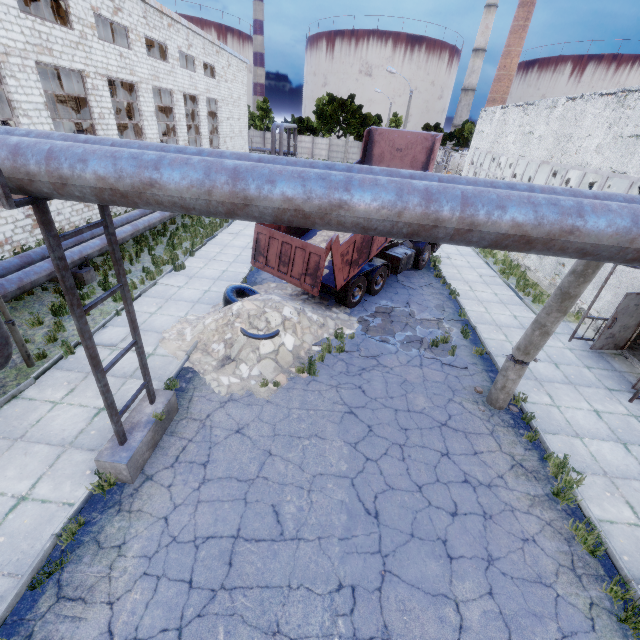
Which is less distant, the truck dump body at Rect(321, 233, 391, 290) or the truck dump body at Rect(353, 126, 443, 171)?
the truck dump body at Rect(321, 233, 391, 290)

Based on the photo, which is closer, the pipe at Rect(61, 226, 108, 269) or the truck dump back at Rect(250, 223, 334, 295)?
the truck dump back at Rect(250, 223, 334, 295)

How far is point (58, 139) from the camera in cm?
400

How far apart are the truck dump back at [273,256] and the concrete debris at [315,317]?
0.6m

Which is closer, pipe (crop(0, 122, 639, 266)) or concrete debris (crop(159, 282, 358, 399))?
pipe (crop(0, 122, 639, 266))

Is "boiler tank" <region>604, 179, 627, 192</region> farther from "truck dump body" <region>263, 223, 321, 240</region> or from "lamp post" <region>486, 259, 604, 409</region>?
"lamp post" <region>486, 259, 604, 409</region>

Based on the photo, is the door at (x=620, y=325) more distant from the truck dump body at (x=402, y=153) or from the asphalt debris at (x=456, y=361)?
the truck dump body at (x=402, y=153)

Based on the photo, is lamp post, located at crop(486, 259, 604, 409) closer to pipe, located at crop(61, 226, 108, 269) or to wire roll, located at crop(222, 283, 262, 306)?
pipe, located at crop(61, 226, 108, 269)
